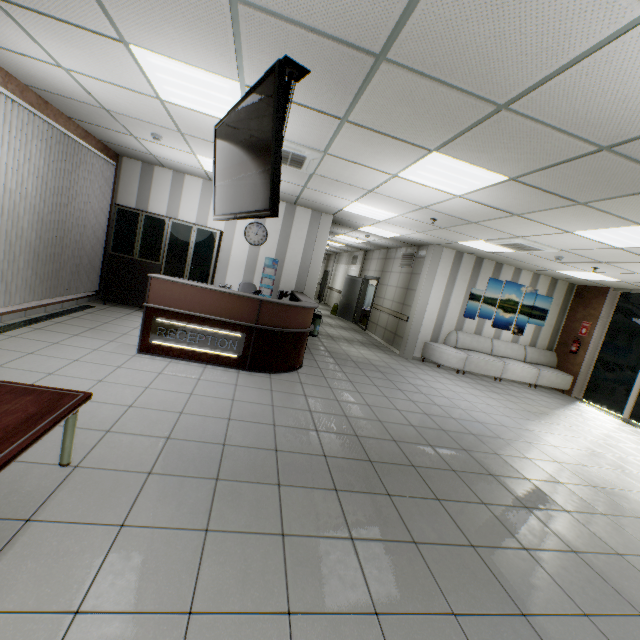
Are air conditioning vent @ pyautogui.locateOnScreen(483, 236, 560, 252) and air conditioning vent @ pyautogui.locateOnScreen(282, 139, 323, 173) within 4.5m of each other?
yes

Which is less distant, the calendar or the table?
the table

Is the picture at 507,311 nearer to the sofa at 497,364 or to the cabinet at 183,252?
the sofa at 497,364

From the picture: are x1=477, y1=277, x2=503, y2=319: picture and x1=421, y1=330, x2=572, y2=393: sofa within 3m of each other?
yes

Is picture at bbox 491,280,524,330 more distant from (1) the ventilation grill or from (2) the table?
(2) the table

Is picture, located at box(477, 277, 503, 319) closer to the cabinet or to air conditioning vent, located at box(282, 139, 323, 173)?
air conditioning vent, located at box(282, 139, 323, 173)

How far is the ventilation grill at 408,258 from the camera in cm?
997

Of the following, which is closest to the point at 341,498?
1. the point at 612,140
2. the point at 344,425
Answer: the point at 344,425
